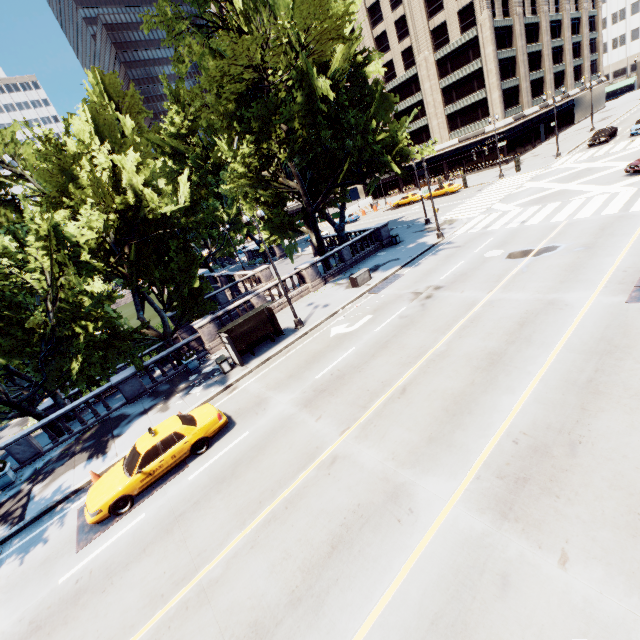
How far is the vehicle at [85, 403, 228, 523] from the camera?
10.8 meters

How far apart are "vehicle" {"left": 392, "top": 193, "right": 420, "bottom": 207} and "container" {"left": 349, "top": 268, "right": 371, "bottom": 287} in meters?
30.6

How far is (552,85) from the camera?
56.2m

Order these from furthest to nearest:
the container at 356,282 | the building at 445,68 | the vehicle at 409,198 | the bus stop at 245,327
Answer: the vehicle at 409,198 < the building at 445,68 < the container at 356,282 < the bus stop at 245,327

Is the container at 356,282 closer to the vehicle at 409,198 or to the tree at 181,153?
the tree at 181,153

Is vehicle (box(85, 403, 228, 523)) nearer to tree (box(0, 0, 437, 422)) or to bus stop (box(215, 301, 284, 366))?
bus stop (box(215, 301, 284, 366))

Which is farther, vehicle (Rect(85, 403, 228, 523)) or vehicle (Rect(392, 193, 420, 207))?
vehicle (Rect(392, 193, 420, 207))

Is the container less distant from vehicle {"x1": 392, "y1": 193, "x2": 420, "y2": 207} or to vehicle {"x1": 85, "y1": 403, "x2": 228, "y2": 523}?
vehicle {"x1": 85, "y1": 403, "x2": 228, "y2": 523}
